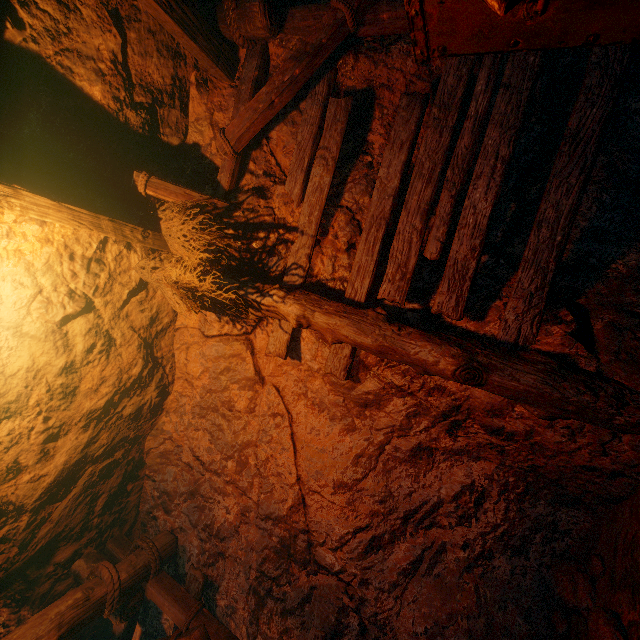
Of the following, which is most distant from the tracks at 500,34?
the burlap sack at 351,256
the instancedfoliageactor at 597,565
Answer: the instancedfoliageactor at 597,565

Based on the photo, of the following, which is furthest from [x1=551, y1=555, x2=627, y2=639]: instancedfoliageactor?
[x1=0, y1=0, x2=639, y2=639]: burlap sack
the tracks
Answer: the tracks

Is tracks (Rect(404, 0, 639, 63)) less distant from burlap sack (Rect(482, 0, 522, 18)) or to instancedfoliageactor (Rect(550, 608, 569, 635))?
burlap sack (Rect(482, 0, 522, 18))

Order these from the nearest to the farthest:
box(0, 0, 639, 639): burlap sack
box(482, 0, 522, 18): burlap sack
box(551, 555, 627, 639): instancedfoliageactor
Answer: box(482, 0, 522, 18): burlap sack → box(551, 555, 627, 639): instancedfoliageactor → box(0, 0, 639, 639): burlap sack

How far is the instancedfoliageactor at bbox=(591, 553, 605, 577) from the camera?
2.17m

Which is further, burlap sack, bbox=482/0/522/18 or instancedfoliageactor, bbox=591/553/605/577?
instancedfoliageactor, bbox=591/553/605/577

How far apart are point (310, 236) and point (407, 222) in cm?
96

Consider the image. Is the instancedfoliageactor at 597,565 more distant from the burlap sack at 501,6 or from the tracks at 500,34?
the tracks at 500,34
